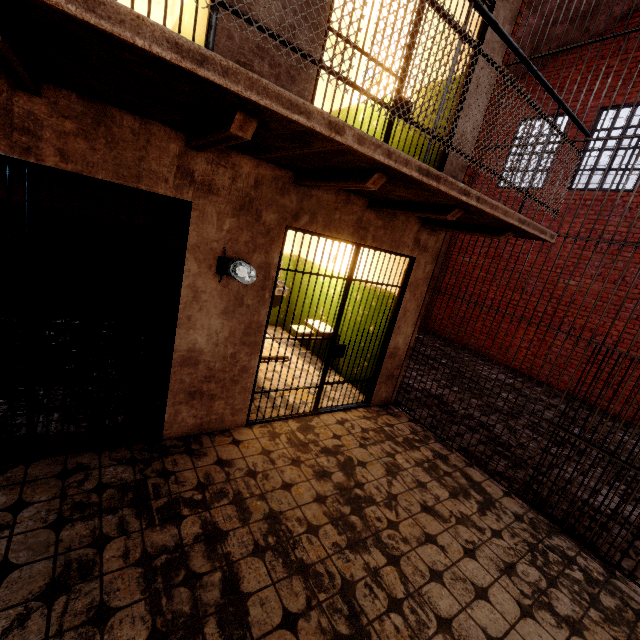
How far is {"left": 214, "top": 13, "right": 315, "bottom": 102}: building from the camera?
2.5 meters

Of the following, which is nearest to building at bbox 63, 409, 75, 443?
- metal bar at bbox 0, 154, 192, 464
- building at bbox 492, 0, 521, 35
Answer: metal bar at bbox 0, 154, 192, 464

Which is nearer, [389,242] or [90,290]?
[389,242]

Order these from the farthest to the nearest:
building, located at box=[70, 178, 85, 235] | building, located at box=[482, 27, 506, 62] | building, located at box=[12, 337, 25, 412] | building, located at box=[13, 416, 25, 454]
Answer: building, located at box=[70, 178, 85, 235]
building, located at box=[482, 27, 506, 62]
building, located at box=[12, 337, 25, 412]
building, located at box=[13, 416, 25, 454]

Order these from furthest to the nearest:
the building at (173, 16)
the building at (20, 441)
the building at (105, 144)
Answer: the building at (173, 16)
the building at (20, 441)
the building at (105, 144)

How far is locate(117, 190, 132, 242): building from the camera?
5.39m

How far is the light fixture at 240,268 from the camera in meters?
3.0

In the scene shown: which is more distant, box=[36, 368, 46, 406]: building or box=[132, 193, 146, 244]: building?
box=[132, 193, 146, 244]: building
